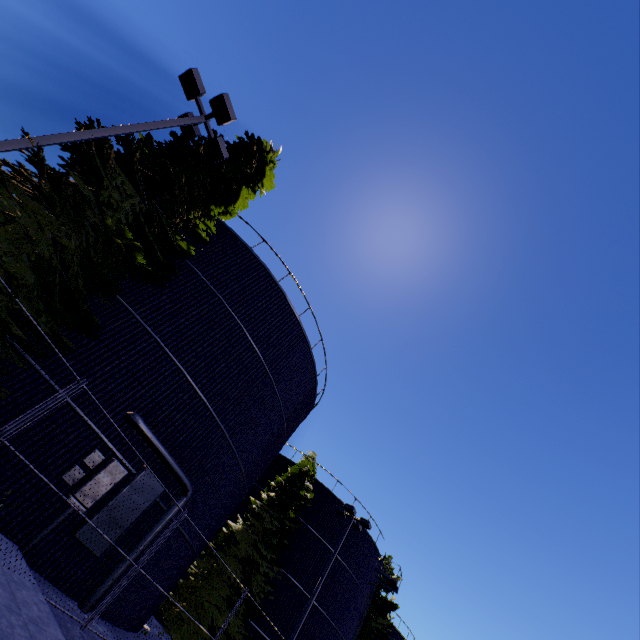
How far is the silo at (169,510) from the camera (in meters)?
8.92

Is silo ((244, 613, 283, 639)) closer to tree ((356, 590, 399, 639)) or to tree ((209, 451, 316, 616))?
tree ((356, 590, 399, 639))

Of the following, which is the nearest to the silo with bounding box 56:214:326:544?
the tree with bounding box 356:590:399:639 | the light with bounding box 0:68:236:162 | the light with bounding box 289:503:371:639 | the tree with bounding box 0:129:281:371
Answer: the tree with bounding box 356:590:399:639

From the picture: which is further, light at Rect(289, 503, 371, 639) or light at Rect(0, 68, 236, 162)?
light at Rect(289, 503, 371, 639)

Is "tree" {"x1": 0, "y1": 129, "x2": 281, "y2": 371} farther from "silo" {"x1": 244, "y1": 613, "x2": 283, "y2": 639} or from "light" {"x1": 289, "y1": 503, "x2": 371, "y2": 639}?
"light" {"x1": 289, "y1": 503, "x2": 371, "y2": 639}

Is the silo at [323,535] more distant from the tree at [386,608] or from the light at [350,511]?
the light at [350,511]

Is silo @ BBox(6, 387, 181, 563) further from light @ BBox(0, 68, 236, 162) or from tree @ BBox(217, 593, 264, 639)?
light @ BBox(0, 68, 236, 162)

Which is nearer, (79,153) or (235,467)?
→ (79,153)
